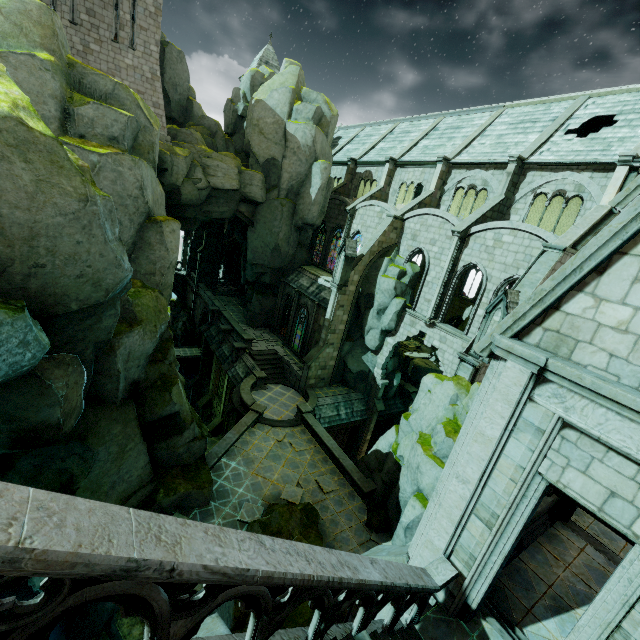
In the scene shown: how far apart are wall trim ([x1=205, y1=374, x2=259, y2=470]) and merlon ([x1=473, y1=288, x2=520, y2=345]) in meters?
13.8

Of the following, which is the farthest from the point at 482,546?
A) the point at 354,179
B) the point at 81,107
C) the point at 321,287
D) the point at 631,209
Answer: the point at 354,179

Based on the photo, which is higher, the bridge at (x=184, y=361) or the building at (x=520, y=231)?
the building at (x=520, y=231)

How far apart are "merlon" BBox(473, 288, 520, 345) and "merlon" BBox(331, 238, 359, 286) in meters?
11.0

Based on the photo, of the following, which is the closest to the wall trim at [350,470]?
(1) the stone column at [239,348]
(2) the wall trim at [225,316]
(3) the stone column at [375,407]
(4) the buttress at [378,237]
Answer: (4) the buttress at [378,237]

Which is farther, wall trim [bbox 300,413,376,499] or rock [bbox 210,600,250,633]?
wall trim [bbox 300,413,376,499]

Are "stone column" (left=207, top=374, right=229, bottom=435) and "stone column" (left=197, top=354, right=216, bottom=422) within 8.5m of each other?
yes

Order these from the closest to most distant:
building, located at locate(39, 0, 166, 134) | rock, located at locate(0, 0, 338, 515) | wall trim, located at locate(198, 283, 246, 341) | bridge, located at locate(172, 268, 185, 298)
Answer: rock, located at locate(0, 0, 338, 515) → building, located at locate(39, 0, 166, 134) → wall trim, located at locate(198, 283, 246, 341) → bridge, located at locate(172, 268, 185, 298)
